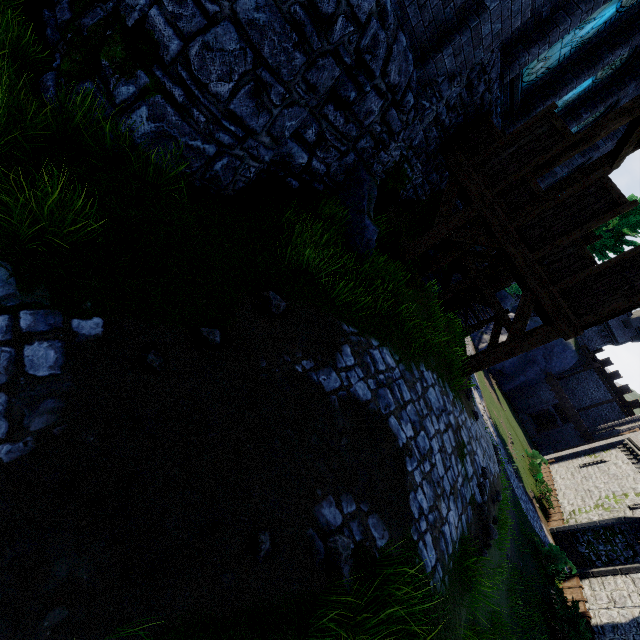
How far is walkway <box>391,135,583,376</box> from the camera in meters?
8.0

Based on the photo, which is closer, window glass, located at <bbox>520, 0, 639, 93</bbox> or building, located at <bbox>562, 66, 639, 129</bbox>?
window glass, located at <bbox>520, 0, 639, 93</bbox>

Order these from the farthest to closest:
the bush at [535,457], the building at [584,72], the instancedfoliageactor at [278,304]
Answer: the bush at [535,457]
the building at [584,72]
the instancedfoliageactor at [278,304]

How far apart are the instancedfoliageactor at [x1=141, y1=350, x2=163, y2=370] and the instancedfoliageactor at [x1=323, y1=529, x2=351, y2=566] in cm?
234

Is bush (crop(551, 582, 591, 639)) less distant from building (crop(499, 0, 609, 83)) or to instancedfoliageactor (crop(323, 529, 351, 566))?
instancedfoliageactor (crop(323, 529, 351, 566))

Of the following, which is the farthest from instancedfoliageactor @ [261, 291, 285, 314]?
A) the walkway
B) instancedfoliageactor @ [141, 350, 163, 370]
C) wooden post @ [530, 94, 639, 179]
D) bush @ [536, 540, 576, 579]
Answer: bush @ [536, 540, 576, 579]

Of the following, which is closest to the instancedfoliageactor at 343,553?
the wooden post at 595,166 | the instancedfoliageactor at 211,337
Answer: the instancedfoliageactor at 211,337

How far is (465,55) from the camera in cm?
654
